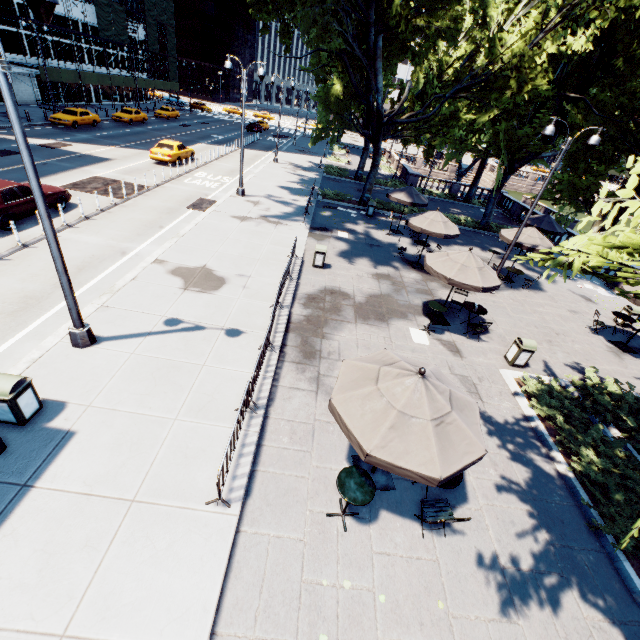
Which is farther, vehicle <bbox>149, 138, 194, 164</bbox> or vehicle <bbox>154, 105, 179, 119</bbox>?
vehicle <bbox>154, 105, 179, 119</bbox>

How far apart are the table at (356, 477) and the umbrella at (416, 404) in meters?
1.0 m

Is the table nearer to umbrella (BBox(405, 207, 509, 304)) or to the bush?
the bush

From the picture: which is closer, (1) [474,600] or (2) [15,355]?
(1) [474,600]

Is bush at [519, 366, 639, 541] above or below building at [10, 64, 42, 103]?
below

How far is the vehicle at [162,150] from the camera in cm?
2492

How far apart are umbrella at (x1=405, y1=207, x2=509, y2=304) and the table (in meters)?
7.34

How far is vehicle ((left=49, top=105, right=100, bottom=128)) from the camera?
29.7m
